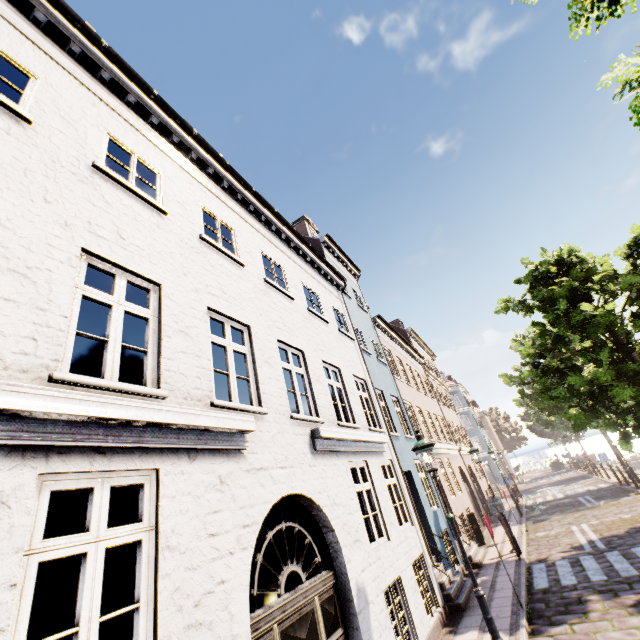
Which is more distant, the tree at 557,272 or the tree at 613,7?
the tree at 557,272

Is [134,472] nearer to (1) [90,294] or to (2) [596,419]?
(1) [90,294]

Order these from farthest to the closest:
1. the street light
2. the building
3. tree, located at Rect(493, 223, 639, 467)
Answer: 1. tree, located at Rect(493, 223, 639, 467)
2. the street light
3. the building

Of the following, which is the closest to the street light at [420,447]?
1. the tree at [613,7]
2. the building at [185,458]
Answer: the tree at [613,7]

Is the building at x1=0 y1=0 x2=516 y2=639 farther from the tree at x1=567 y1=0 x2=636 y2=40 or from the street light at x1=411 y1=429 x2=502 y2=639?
the street light at x1=411 y1=429 x2=502 y2=639

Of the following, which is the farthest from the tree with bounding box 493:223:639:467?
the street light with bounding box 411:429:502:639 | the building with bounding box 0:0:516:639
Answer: the street light with bounding box 411:429:502:639
